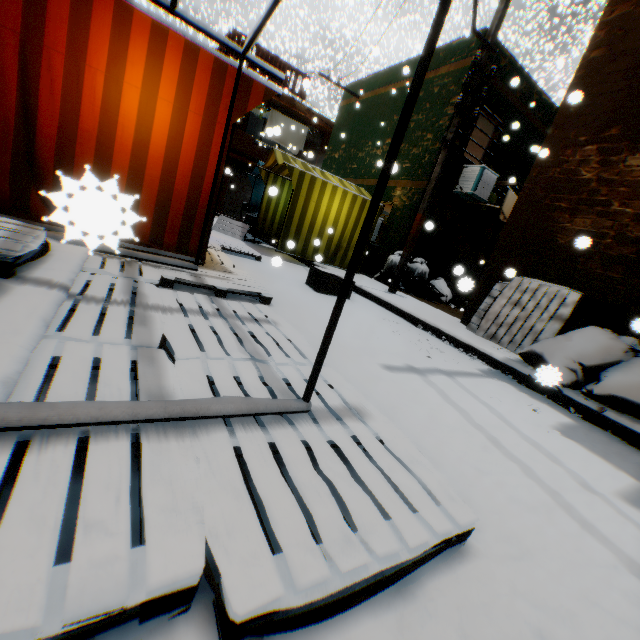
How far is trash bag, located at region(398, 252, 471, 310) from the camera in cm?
904

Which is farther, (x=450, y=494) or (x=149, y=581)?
(x=450, y=494)

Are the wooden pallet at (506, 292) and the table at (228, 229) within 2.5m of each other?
no

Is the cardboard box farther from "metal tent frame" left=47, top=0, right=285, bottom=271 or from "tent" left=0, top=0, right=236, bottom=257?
"metal tent frame" left=47, top=0, right=285, bottom=271

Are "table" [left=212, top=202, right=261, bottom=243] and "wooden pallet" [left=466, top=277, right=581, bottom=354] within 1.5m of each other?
no

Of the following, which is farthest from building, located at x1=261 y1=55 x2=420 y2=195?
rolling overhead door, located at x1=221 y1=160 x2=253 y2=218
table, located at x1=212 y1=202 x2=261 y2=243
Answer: table, located at x1=212 y1=202 x2=261 y2=243

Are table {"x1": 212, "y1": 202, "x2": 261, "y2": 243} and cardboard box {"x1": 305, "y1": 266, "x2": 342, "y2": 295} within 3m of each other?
no

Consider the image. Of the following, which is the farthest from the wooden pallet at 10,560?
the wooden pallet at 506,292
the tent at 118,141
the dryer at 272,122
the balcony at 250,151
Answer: the wooden pallet at 506,292
